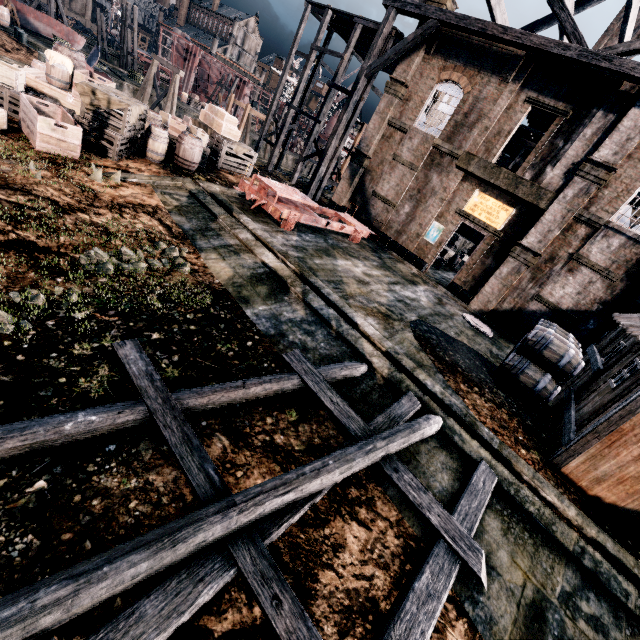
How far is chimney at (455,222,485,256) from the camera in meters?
34.0 m

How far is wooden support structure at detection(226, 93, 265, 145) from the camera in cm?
3638

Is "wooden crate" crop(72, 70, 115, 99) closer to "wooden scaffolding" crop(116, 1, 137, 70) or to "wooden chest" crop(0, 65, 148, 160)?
"wooden chest" crop(0, 65, 148, 160)

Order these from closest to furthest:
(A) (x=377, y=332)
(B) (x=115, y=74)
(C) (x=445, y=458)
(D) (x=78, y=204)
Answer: (C) (x=445, y=458) → (D) (x=78, y=204) → (A) (x=377, y=332) → (B) (x=115, y=74)

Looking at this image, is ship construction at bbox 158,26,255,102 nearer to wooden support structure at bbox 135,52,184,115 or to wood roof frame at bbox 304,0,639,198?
wooden support structure at bbox 135,52,184,115

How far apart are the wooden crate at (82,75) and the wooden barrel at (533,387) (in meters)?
19.30

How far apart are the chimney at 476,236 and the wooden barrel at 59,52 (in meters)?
32.80

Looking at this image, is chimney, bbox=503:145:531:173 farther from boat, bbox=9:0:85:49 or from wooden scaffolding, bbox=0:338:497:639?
boat, bbox=9:0:85:49
